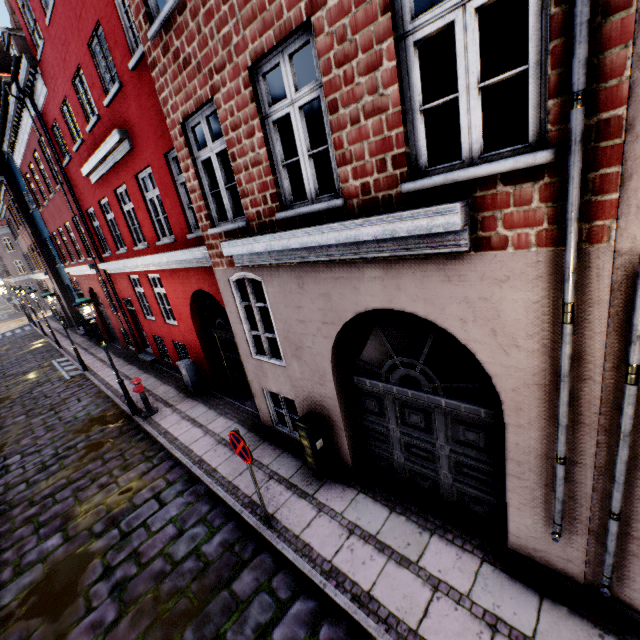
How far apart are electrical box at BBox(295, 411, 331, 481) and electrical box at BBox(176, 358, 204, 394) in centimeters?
560cm

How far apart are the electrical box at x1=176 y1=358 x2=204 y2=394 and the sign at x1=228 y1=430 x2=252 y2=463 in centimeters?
575cm

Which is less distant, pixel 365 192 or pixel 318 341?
pixel 365 192

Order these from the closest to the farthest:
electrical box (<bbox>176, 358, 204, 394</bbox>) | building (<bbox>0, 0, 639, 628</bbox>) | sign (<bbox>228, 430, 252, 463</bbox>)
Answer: building (<bbox>0, 0, 639, 628</bbox>) → sign (<bbox>228, 430, 252, 463</bbox>) → electrical box (<bbox>176, 358, 204, 394</bbox>)

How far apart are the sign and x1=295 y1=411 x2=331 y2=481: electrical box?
1.2 meters

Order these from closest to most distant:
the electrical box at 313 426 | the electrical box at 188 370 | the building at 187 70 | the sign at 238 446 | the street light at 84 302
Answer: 1. the building at 187 70
2. the sign at 238 446
3. the electrical box at 313 426
4. the street light at 84 302
5. the electrical box at 188 370

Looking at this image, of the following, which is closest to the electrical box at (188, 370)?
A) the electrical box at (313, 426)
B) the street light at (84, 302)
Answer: the street light at (84, 302)

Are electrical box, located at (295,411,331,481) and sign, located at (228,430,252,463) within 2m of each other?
yes
